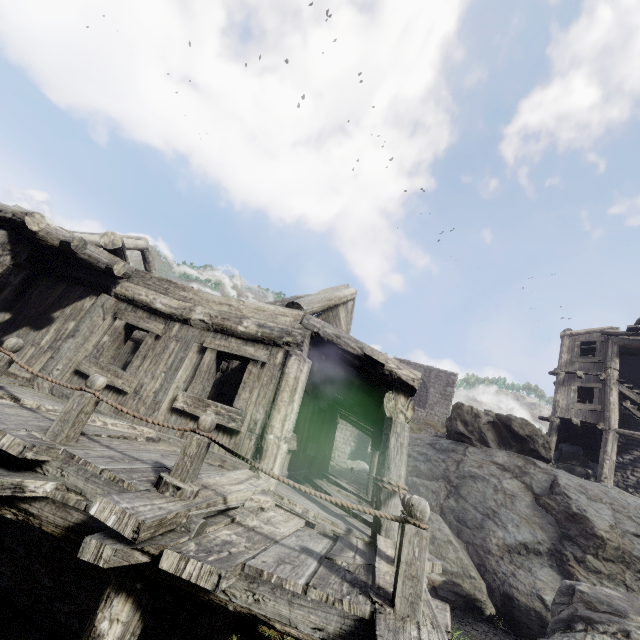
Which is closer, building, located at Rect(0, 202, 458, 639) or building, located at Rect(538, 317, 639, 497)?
building, located at Rect(0, 202, 458, 639)

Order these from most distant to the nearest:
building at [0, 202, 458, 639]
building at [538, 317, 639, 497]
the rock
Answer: building at [538, 317, 639, 497] → the rock → building at [0, 202, 458, 639]

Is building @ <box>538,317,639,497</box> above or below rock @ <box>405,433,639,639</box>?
above

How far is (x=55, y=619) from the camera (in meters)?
4.53

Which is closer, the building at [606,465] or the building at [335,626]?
the building at [335,626]

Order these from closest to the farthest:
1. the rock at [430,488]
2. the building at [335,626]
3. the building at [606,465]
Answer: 1. the building at [335,626]
2. the rock at [430,488]
3. the building at [606,465]

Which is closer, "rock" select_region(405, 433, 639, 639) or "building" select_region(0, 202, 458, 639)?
"building" select_region(0, 202, 458, 639)
